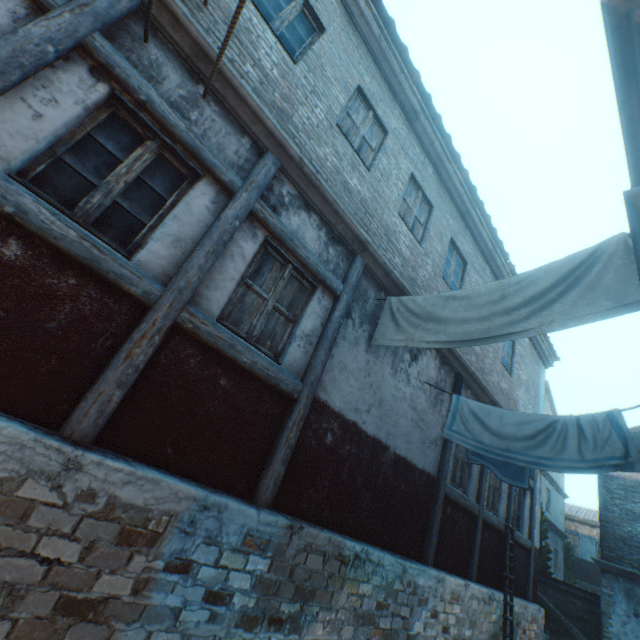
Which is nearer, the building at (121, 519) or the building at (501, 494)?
the building at (121, 519)

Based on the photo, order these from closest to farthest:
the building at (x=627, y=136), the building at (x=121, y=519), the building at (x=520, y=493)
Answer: the building at (x=627, y=136), the building at (x=121, y=519), the building at (x=520, y=493)

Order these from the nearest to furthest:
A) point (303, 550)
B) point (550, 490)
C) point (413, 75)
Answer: point (303, 550)
point (413, 75)
point (550, 490)

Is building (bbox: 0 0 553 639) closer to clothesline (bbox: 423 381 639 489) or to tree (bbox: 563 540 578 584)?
clothesline (bbox: 423 381 639 489)

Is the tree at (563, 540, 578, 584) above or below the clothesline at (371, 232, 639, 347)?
below

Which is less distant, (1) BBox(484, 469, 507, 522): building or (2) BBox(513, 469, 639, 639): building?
(1) BBox(484, 469, 507, 522): building

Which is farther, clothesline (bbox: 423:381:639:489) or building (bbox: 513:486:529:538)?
building (bbox: 513:486:529:538)

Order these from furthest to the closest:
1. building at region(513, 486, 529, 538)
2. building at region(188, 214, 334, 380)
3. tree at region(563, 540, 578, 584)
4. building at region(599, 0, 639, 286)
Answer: tree at region(563, 540, 578, 584) < building at region(513, 486, 529, 538) < building at region(188, 214, 334, 380) < building at region(599, 0, 639, 286)
